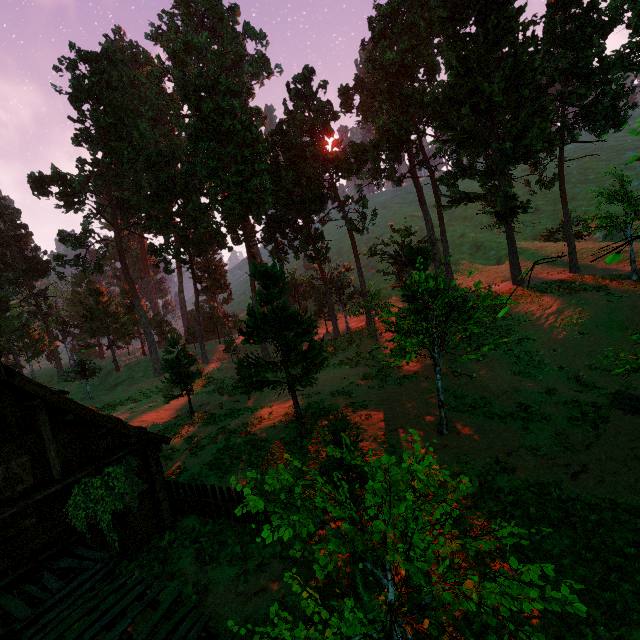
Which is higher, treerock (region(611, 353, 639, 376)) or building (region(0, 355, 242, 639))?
treerock (region(611, 353, 639, 376))

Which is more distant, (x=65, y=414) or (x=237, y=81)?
(x=237, y=81)

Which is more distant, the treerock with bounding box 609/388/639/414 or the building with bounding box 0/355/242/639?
the treerock with bounding box 609/388/639/414

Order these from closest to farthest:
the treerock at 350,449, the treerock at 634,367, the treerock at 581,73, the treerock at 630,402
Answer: the treerock at 350,449
the treerock at 634,367
the treerock at 630,402
the treerock at 581,73

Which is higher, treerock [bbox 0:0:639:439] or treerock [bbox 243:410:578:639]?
treerock [bbox 0:0:639:439]

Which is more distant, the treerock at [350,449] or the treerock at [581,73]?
the treerock at [581,73]
